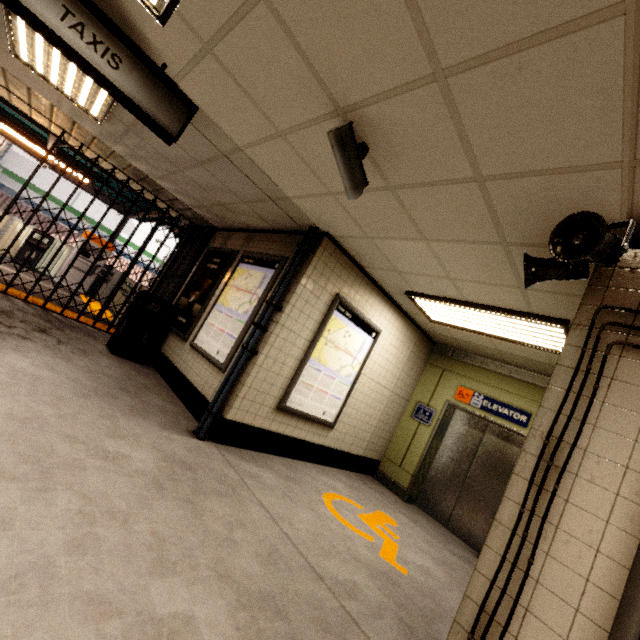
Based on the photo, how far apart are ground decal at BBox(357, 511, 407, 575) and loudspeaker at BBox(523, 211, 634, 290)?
2.9m

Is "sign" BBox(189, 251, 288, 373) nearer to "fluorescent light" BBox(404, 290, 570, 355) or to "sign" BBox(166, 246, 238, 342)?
"sign" BBox(166, 246, 238, 342)

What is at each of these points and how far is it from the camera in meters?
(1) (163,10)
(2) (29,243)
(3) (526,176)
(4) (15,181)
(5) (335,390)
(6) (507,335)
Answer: (1) fluorescent light, 2.1
(2) trash can, 9.5
(3) storm drain, 2.0
(4) sign, 15.2
(5) sign, 5.0
(6) fluorescent light, 4.3

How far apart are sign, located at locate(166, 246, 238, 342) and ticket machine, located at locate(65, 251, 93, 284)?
6.3 meters

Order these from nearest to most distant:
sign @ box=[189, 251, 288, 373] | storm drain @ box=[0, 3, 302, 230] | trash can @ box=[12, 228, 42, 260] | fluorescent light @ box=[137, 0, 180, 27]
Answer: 1. fluorescent light @ box=[137, 0, 180, 27]
2. storm drain @ box=[0, 3, 302, 230]
3. sign @ box=[189, 251, 288, 373]
4. trash can @ box=[12, 228, 42, 260]

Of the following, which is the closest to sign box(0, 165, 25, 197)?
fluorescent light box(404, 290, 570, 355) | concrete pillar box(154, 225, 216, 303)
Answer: concrete pillar box(154, 225, 216, 303)

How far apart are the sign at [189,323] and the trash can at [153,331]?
0.1m

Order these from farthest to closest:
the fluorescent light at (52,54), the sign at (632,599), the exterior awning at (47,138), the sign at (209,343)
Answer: the exterior awning at (47,138), the sign at (209,343), the fluorescent light at (52,54), the sign at (632,599)
